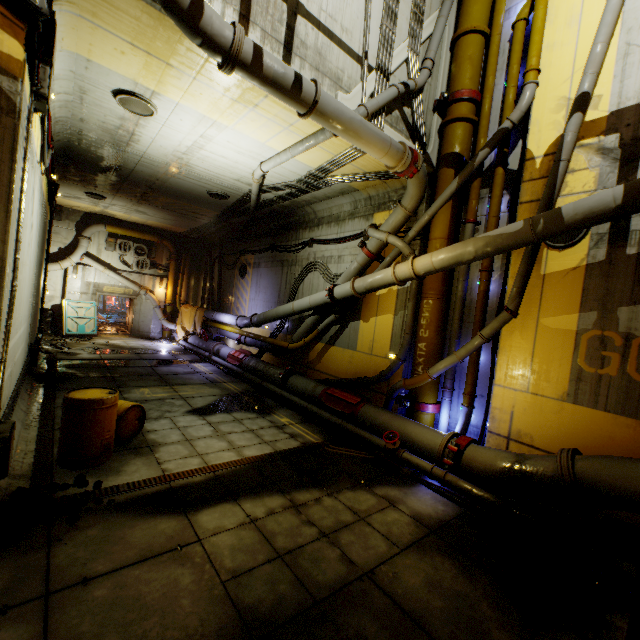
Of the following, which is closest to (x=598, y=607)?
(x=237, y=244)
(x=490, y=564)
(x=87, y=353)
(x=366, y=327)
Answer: (x=490, y=564)

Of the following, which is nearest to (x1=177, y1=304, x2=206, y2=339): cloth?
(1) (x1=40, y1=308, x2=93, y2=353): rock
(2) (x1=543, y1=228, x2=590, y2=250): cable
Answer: (1) (x1=40, y1=308, x2=93, y2=353): rock

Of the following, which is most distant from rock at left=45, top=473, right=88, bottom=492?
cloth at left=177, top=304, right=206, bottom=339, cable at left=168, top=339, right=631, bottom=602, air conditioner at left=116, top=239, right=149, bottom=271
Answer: air conditioner at left=116, top=239, right=149, bottom=271

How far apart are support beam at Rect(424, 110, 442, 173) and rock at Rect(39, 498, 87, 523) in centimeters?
971cm

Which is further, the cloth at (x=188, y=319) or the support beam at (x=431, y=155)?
the cloth at (x=188, y=319)

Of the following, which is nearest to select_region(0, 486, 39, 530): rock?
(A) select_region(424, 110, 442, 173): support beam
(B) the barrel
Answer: (B) the barrel

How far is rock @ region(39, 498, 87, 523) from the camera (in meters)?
4.15

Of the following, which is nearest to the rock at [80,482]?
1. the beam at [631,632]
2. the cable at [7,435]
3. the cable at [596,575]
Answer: the cable at [7,435]
